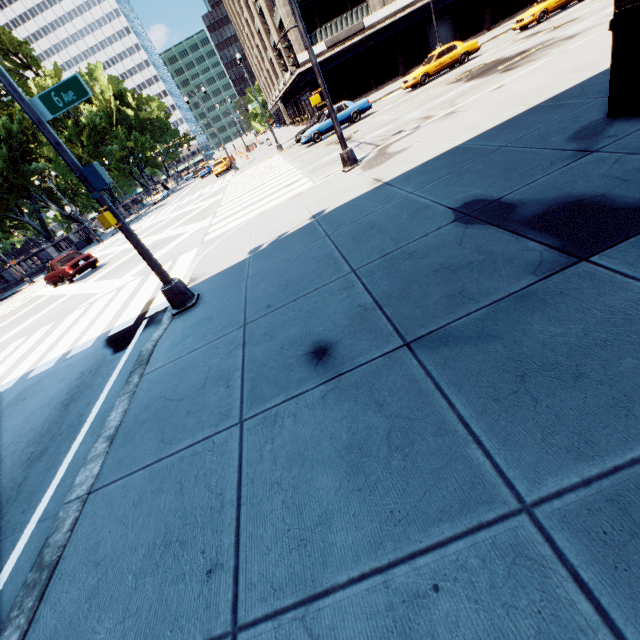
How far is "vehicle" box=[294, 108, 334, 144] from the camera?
21.7 meters

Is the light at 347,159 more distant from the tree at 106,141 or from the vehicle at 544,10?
the tree at 106,141

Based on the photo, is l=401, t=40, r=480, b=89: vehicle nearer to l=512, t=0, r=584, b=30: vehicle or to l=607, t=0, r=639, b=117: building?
l=512, t=0, r=584, b=30: vehicle

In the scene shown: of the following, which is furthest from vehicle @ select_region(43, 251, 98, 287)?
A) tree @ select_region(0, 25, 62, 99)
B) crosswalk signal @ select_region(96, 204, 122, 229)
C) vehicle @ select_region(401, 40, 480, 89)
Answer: vehicle @ select_region(401, 40, 480, 89)

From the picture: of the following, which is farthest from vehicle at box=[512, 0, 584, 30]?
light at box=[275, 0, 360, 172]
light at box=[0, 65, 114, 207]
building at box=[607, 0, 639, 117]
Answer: light at box=[0, 65, 114, 207]

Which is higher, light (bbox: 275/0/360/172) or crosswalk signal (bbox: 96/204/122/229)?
crosswalk signal (bbox: 96/204/122/229)

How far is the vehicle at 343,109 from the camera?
21.5m

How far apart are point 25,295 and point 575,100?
34.0 meters
